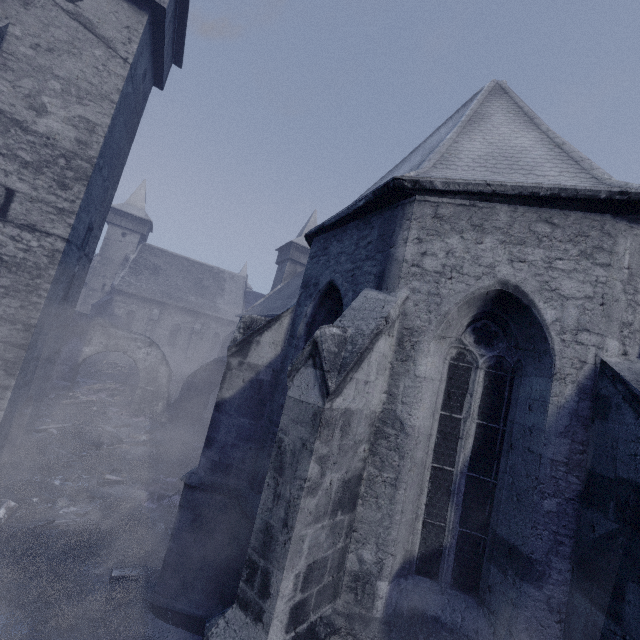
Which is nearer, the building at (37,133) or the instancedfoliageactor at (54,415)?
the building at (37,133)

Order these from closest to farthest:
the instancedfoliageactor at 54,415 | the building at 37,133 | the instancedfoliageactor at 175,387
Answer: the building at 37,133 < the instancedfoliageactor at 54,415 < the instancedfoliageactor at 175,387

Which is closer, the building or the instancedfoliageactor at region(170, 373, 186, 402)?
the building

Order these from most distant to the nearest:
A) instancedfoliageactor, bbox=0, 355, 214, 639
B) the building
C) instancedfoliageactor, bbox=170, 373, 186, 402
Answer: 1. instancedfoliageactor, bbox=170, 373, 186, 402
2. instancedfoliageactor, bbox=0, 355, 214, 639
3. the building

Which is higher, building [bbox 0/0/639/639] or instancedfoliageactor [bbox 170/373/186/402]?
building [bbox 0/0/639/639]

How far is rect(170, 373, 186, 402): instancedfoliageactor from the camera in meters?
21.8

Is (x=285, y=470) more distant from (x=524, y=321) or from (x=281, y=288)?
(x=281, y=288)
